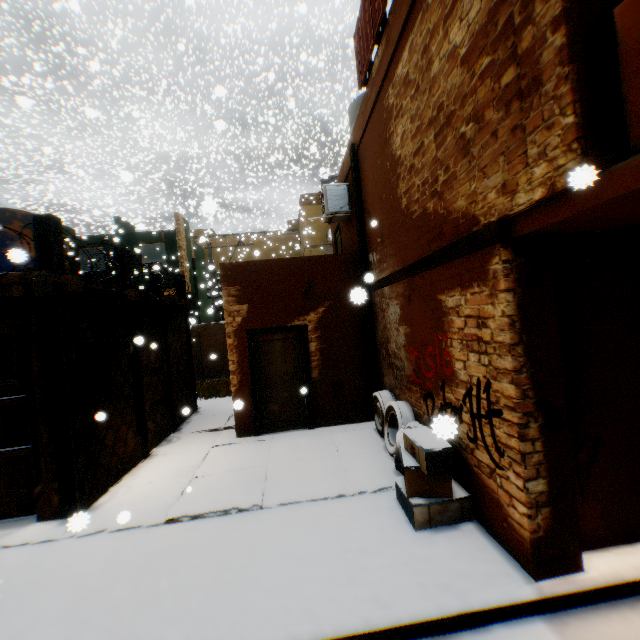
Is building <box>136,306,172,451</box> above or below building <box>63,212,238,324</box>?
below

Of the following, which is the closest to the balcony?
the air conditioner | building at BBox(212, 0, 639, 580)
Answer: building at BBox(212, 0, 639, 580)

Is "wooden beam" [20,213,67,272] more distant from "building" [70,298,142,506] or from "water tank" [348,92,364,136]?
"water tank" [348,92,364,136]

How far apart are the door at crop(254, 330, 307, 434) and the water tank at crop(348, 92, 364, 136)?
1.7m

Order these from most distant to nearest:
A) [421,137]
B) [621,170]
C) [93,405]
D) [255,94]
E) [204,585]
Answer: [255,94]
[93,405]
[421,137]
[204,585]
[621,170]

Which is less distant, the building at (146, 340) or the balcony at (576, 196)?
the balcony at (576, 196)

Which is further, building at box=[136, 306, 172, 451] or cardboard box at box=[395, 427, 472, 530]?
building at box=[136, 306, 172, 451]

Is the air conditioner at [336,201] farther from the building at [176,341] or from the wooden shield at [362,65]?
the wooden shield at [362,65]
